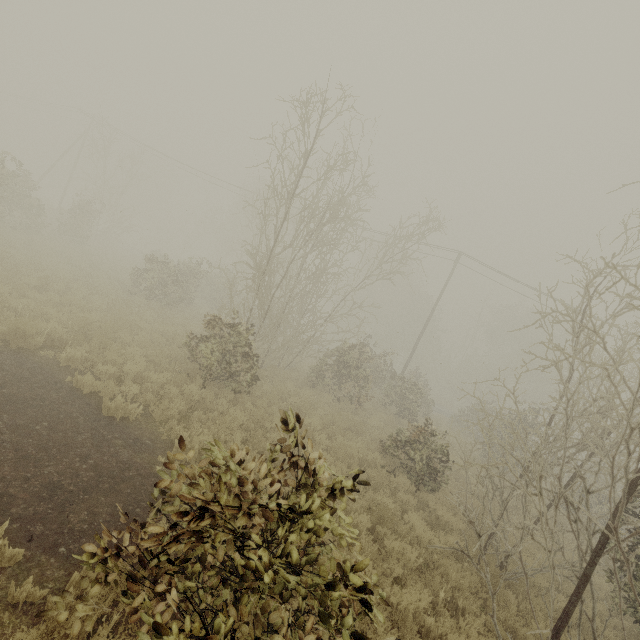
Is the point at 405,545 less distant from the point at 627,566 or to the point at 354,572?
the point at 627,566
